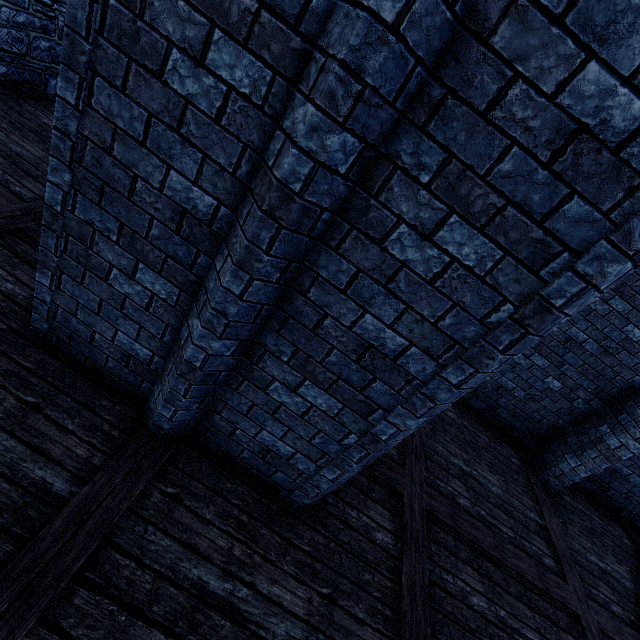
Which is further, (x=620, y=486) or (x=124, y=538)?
(x=620, y=486)
